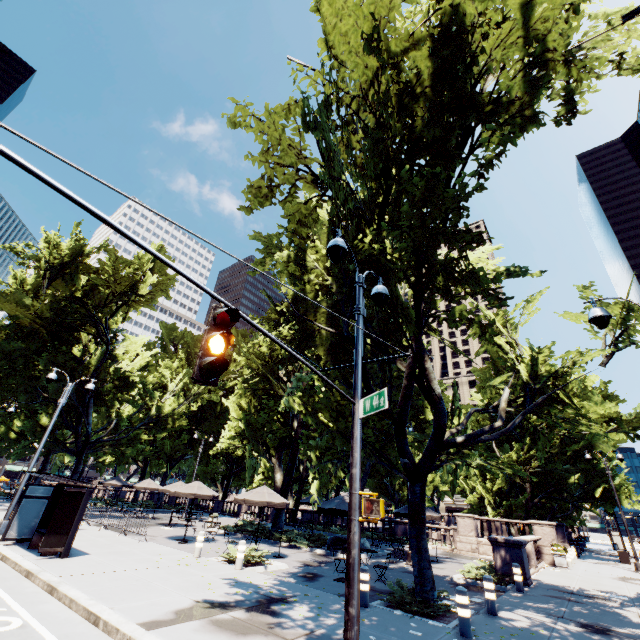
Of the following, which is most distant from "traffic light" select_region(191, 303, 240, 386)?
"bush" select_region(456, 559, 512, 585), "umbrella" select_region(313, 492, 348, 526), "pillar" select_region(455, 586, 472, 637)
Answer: "bush" select_region(456, 559, 512, 585)

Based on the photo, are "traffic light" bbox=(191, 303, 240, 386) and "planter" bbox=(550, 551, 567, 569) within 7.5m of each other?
no

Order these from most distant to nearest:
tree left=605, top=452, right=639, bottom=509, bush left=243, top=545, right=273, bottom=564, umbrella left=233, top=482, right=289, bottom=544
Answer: tree left=605, top=452, right=639, bottom=509, umbrella left=233, top=482, right=289, bottom=544, bush left=243, top=545, right=273, bottom=564

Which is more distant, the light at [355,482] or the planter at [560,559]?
the planter at [560,559]

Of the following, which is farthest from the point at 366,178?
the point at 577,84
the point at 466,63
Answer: the point at 577,84

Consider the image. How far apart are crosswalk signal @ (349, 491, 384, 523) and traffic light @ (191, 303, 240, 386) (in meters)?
3.08

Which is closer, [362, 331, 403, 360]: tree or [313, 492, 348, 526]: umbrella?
[362, 331, 403, 360]: tree

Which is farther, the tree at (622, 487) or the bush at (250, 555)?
the tree at (622, 487)
